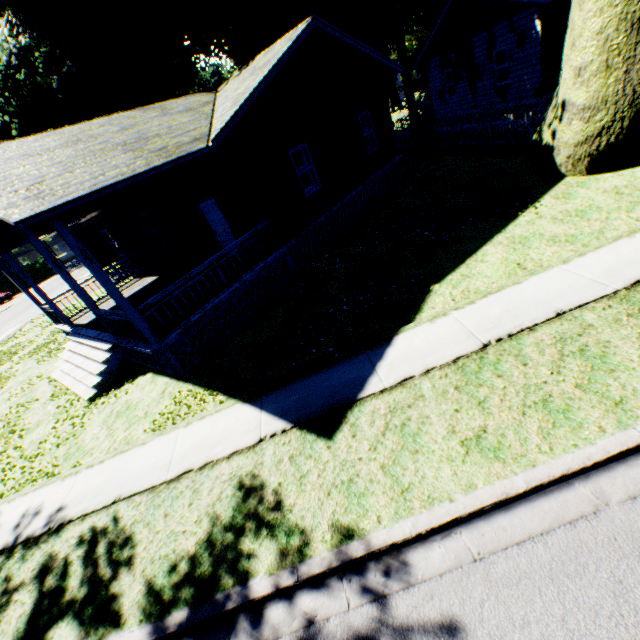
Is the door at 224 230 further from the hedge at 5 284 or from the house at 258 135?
the hedge at 5 284

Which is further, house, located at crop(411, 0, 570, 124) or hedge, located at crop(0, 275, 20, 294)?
hedge, located at crop(0, 275, 20, 294)

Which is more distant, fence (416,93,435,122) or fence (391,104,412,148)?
fence (416,93,435,122)

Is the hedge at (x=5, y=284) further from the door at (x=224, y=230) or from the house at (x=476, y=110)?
the house at (x=476, y=110)

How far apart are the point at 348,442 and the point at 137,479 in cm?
395

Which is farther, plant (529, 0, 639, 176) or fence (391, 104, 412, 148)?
fence (391, 104, 412, 148)

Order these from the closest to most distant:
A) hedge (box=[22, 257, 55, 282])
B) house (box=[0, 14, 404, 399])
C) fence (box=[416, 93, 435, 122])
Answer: house (box=[0, 14, 404, 399]), fence (box=[416, 93, 435, 122]), hedge (box=[22, 257, 55, 282])

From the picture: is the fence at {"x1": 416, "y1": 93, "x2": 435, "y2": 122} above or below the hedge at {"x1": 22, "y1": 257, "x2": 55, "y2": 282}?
below
